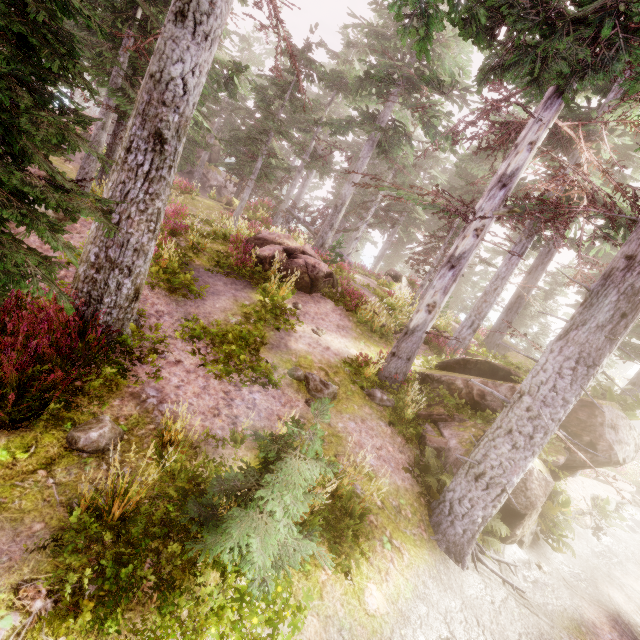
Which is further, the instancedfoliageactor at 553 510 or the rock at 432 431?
the instancedfoliageactor at 553 510

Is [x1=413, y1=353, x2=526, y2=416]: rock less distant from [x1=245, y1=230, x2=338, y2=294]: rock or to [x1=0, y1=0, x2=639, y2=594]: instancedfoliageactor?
[x1=0, y1=0, x2=639, y2=594]: instancedfoliageactor

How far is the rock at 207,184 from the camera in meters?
25.1 m

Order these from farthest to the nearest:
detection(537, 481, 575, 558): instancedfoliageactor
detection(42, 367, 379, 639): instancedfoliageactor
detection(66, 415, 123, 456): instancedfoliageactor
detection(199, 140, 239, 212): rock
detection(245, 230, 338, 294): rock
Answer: detection(199, 140, 239, 212): rock
detection(245, 230, 338, 294): rock
detection(537, 481, 575, 558): instancedfoliageactor
detection(66, 415, 123, 456): instancedfoliageactor
detection(42, 367, 379, 639): instancedfoliageactor

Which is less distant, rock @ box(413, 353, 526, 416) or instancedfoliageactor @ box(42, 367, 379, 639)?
instancedfoliageactor @ box(42, 367, 379, 639)

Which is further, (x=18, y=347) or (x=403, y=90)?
(x=403, y=90)

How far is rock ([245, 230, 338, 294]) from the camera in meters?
12.8
